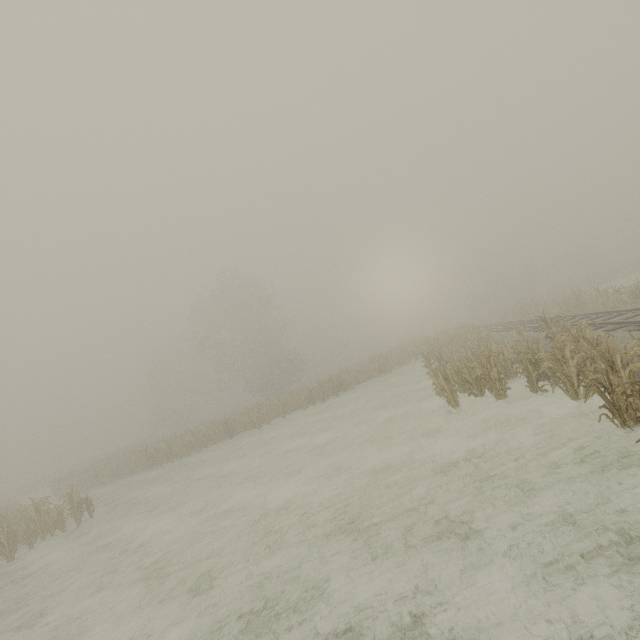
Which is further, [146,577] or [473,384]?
[473,384]
